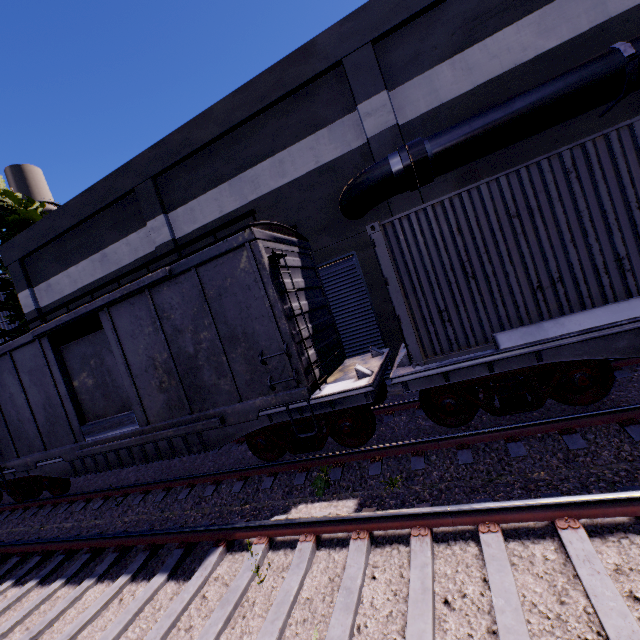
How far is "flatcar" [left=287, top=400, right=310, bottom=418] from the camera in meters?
6.2

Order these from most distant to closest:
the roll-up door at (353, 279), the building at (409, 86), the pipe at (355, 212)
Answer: the roll-up door at (353, 279) < the building at (409, 86) < the pipe at (355, 212)

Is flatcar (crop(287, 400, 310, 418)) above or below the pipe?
below

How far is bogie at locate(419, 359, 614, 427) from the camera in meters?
5.0

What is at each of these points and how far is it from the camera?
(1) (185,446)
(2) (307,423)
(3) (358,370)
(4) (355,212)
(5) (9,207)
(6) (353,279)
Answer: (1) flatcar, 7.42m
(2) bogie, 6.54m
(3) flatcar, 6.20m
(4) pipe, 9.75m
(5) tree, 19.27m
(6) roll-up door, 11.01m

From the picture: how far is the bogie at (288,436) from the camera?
6.15m

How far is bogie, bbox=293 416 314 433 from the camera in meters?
6.4

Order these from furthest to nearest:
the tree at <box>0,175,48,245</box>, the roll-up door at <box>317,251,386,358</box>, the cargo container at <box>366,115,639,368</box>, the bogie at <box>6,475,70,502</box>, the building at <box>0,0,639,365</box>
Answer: the tree at <box>0,175,48,245</box> → the roll-up door at <box>317,251,386,358</box> → the bogie at <box>6,475,70,502</box> → the building at <box>0,0,639,365</box> → the cargo container at <box>366,115,639,368</box>
